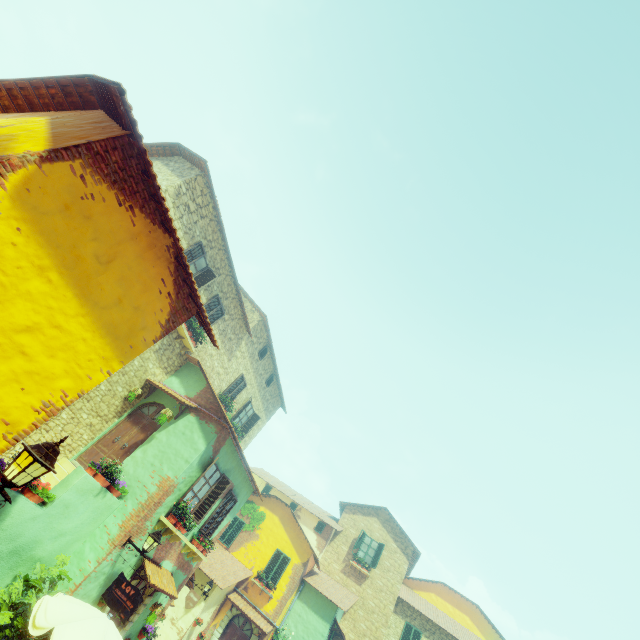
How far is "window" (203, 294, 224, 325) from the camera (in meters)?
13.52

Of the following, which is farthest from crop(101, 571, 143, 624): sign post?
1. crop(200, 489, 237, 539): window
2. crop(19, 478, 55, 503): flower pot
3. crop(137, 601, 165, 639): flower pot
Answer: crop(19, 478, 55, 503): flower pot

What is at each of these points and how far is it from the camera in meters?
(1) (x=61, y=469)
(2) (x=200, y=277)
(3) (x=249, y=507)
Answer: (1) stair, 9.6 m
(2) window, 12.6 m
(3) vines, 22.1 m

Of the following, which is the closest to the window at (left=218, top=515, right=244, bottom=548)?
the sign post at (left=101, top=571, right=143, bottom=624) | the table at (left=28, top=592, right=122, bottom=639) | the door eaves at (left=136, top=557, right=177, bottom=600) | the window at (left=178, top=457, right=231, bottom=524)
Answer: the sign post at (left=101, top=571, right=143, bottom=624)

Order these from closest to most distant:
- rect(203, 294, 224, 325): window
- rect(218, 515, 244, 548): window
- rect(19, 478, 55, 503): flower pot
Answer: rect(19, 478, 55, 503): flower pot, rect(203, 294, 224, 325): window, rect(218, 515, 244, 548): window

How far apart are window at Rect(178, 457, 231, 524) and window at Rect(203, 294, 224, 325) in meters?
5.0 m

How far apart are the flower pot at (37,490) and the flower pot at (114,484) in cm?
77

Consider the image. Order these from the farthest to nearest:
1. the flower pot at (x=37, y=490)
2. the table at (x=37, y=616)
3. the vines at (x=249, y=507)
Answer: the vines at (x=249, y=507) → the flower pot at (x=37, y=490) → the table at (x=37, y=616)
